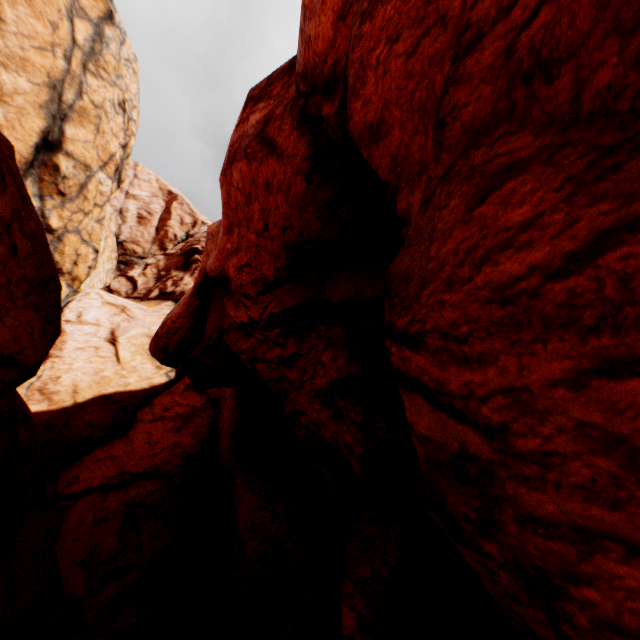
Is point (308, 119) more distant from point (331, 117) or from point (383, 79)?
point (383, 79)
